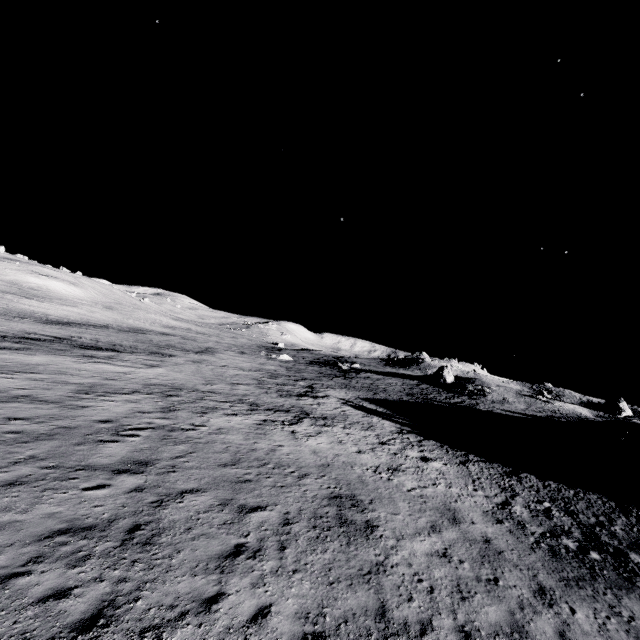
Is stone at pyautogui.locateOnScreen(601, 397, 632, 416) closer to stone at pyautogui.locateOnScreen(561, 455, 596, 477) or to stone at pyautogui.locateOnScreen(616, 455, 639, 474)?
stone at pyautogui.locateOnScreen(616, 455, 639, 474)

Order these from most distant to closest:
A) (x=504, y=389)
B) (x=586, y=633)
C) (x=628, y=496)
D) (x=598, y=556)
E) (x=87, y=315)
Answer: (x=87, y=315) → (x=504, y=389) → (x=628, y=496) → (x=598, y=556) → (x=586, y=633)

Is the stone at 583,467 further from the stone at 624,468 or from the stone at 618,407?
the stone at 618,407

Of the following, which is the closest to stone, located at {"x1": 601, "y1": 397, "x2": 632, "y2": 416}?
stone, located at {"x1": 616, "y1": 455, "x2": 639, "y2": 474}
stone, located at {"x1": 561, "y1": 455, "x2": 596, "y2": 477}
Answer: stone, located at {"x1": 616, "y1": 455, "x2": 639, "y2": 474}

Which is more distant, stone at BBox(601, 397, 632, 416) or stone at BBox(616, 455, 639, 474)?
stone at BBox(601, 397, 632, 416)

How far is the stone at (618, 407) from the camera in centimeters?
5201cm

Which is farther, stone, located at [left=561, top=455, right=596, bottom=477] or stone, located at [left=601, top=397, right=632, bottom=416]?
stone, located at [left=601, top=397, right=632, bottom=416]
